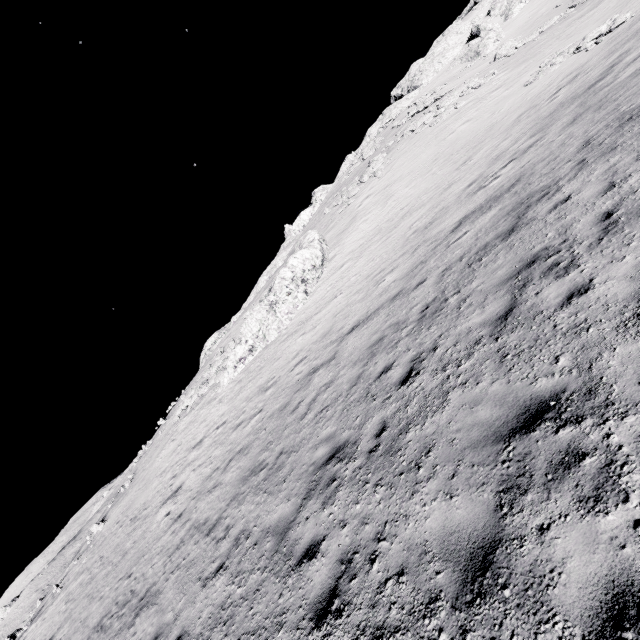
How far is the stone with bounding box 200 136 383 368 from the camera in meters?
37.7 m

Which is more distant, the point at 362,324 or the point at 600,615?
the point at 362,324

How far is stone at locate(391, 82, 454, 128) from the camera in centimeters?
3806cm

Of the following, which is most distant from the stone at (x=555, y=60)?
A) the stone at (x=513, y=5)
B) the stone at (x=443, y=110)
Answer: the stone at (x=513, y=5)

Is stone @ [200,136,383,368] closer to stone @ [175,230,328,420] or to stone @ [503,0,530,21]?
stone @ [175,230,328,420]

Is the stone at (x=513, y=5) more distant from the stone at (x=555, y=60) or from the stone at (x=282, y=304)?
the stone at (x=282, y=304)

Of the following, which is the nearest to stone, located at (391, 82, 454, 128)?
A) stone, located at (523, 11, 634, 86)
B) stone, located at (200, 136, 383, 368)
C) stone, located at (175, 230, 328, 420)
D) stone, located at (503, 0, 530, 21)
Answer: stone, located at (523, 11, 634, 86)

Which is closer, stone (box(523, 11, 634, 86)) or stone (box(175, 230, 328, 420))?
stone (box(523, 11, 634, 86))
